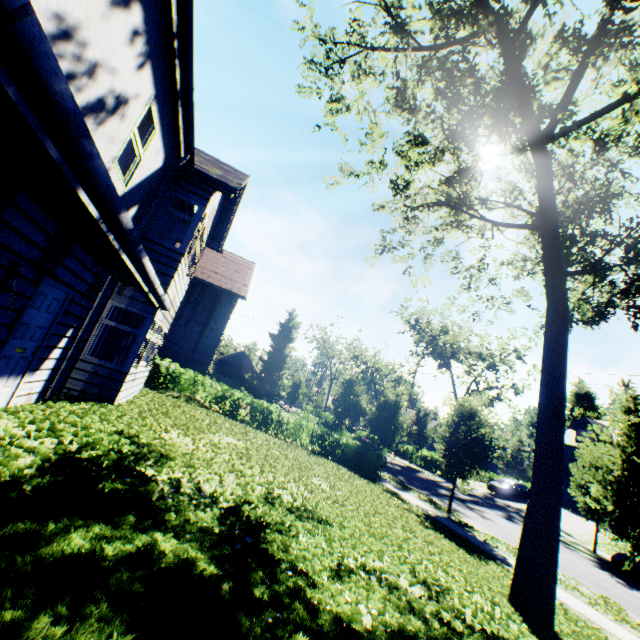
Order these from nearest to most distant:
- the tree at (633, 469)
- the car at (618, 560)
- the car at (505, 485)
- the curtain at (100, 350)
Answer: the curtain at (100, 350), the tree at (633, 469), the car at (618, 560), the car at (505, 485)

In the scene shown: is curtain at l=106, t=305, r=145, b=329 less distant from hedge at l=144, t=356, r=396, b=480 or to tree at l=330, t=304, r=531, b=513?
hedge at l=144, t=356, r=396, b=480

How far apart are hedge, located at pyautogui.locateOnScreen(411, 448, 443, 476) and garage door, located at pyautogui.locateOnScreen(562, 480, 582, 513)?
13.6m

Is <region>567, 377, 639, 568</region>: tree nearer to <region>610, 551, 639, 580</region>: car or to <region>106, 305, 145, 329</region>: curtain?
<region>610, 551, 639, 580</region>: car

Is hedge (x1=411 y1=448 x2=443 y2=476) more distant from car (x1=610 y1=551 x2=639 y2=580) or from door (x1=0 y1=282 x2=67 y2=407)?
door (x1=0 y1=282 x2=67 y2=407)

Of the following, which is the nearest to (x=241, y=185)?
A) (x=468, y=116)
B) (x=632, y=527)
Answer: (x=468, y=116)

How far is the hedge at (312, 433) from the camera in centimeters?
1681cm

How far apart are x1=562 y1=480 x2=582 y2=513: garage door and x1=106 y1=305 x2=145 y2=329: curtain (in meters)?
45.53
